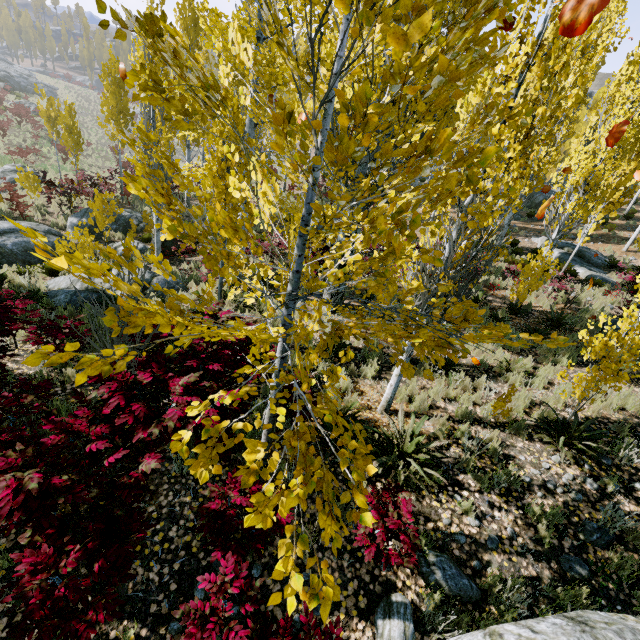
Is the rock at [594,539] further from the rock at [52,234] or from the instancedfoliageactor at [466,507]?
the rock at [52,234]

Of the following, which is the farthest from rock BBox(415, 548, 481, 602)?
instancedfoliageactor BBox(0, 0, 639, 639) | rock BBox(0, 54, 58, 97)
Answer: rock BBox(0, 54, 58, 97)

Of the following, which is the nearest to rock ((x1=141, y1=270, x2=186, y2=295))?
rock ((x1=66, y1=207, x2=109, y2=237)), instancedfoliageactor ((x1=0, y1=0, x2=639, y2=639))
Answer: instancedfoliageactor ((x1=0, y1=0, x2=639, y2=639))

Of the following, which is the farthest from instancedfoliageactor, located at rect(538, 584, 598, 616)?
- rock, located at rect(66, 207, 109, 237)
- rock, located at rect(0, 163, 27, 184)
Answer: rock, located at rect(66, 207, 109, 237)

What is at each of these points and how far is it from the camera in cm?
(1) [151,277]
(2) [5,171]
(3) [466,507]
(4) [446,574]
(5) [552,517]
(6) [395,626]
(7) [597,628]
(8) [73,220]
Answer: (1) rock, 942
(2) rock, 1881
(3) instancedfoliageactor, 438
(4) rock, 367
(5) instancedfoliageactor, 440
(6) rock, 329
(7) rock, 85
(8) rock, 1452

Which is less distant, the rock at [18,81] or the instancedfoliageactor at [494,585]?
the instancedfoliageactor at [494,585]

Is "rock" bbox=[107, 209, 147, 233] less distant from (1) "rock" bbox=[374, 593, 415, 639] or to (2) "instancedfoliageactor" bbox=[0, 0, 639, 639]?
(2) "instancedfoliageactor" bbox=[0, 0, 639, 639]

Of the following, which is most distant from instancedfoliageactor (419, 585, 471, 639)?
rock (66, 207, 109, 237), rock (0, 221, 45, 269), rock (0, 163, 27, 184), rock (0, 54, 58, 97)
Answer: rock (0, 54, 58, 97)
